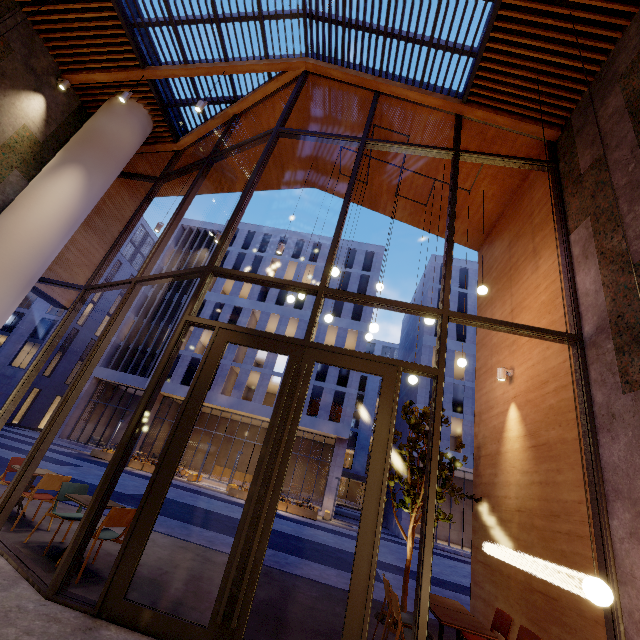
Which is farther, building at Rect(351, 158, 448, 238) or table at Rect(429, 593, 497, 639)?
building at Rect(351, 158, 448, 238)

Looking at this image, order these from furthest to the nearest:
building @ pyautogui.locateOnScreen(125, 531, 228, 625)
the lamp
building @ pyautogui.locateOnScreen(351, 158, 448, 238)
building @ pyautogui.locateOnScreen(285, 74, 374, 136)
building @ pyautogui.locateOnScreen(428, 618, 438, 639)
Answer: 1. building @ pyautogui.locateOnScreen(351, 158, 448, 238)
2. building @ pyautogui.locateOnScreen(285, 74, 374, 136)
3. building @ pyautogui.locateOnScreen(428, 618, 438, 639)
4. building @ pyautogui.locateOnScreen(125, 531, 228, 625)
5. the lamp

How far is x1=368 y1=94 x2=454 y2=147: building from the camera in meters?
7.9

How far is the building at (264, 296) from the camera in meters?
32.1 m

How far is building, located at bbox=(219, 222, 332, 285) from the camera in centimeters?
3503cm

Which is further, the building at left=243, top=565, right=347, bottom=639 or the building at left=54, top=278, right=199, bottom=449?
the building at left=54, top=278, right=199, bottom=449

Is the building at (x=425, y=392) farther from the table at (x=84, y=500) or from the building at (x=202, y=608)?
the table at (x=84, y=500)

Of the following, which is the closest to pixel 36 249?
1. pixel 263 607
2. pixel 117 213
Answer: pixel 117 213
